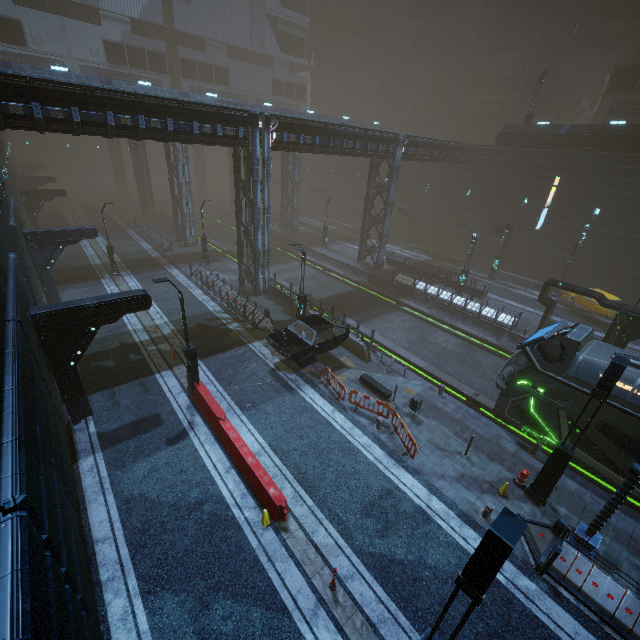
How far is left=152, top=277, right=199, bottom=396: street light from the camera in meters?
12.2

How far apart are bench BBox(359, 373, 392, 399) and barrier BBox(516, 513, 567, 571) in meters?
6.3

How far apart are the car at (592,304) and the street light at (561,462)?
18.3m

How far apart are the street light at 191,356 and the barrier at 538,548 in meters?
12.9

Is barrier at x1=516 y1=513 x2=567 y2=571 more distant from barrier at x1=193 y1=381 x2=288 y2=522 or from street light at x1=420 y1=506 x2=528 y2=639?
barrier at x1=193 y1=381 x2=288 y2=522

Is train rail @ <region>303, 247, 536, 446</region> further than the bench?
Yes

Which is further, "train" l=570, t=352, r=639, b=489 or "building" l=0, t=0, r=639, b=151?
"building" l=0, t=0, r=639, b=151

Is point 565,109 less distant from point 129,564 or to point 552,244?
point 552,244
